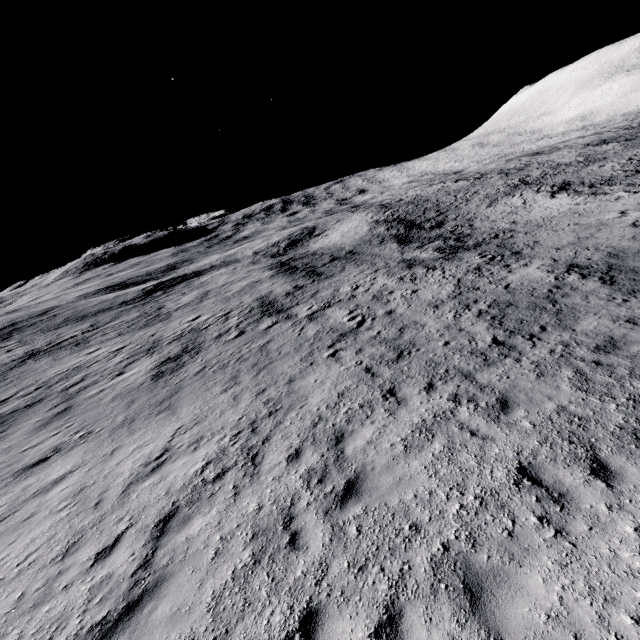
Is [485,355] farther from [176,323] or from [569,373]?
[176,323]
